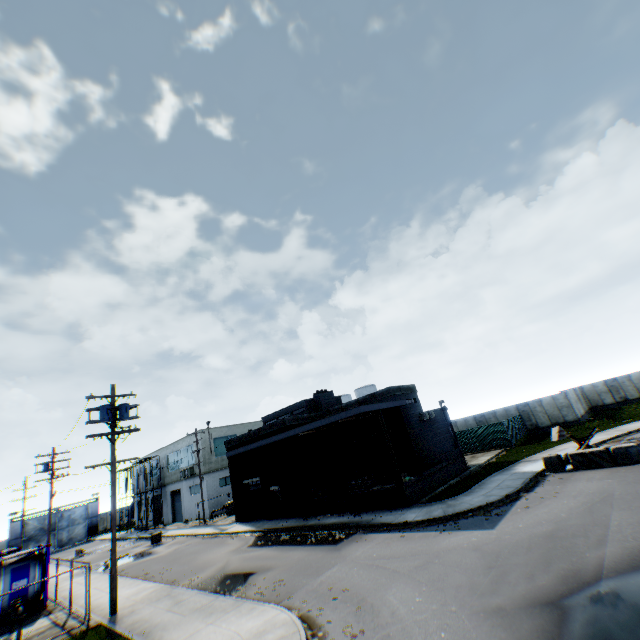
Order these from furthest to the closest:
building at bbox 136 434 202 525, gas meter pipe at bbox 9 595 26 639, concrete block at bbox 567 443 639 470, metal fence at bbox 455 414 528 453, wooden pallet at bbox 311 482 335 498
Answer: building at bbox 136 434 202 525, metal fence at bbox 455 414 528 453, wooden pallet at bbox 311 482 335 498, concrete block at bbox 567 443 639 470, gas meter pipe at bbox 9 595 26 639

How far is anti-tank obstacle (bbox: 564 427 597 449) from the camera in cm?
1892

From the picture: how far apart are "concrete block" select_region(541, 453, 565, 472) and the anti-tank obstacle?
1.2m

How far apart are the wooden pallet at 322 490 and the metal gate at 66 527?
54.8 meters

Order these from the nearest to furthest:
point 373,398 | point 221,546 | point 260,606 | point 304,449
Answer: point 260,606, point 221,546, point 373,398, point 304,449

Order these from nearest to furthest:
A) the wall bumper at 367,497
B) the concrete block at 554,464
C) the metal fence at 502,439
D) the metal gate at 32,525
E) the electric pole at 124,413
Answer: the electric pole at 124,413 → the concrete block at 554,464 → the wall bumper at 367,497 → the metal fence at 502,439 → the metal gate at 32,525

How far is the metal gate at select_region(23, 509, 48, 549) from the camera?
49.8 meters

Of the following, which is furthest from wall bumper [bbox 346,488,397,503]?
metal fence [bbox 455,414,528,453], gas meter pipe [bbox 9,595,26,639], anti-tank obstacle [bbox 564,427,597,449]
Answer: metal fence [bbox 455,414,528,453]
